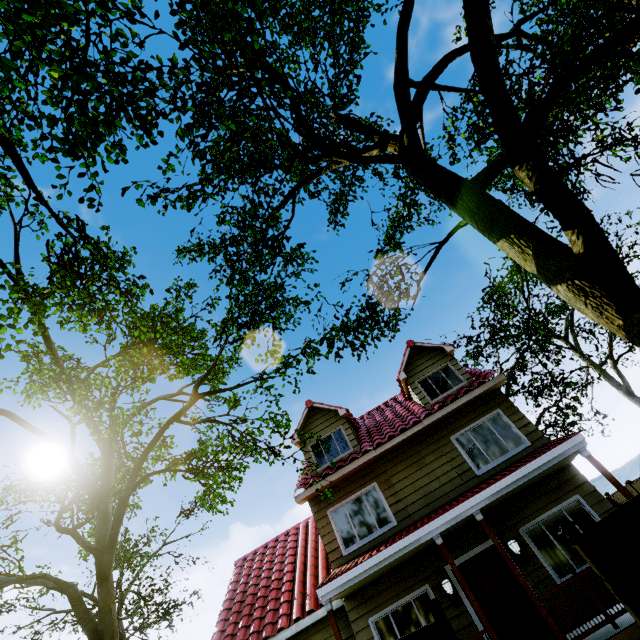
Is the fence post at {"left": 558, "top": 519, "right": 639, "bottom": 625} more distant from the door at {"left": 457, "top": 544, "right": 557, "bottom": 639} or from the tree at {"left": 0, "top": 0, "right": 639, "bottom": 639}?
the door at {"left": 457, "top": 544, "right": 557, "bottom": 639}

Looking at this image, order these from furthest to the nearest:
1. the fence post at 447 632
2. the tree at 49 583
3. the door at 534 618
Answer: the door at 534 618 < the fence post at 447 632 < the tree at 49 583

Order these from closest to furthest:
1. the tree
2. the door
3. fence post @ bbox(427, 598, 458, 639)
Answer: the tree < fence post @ bbox(427, 598, 458, 639) < the door

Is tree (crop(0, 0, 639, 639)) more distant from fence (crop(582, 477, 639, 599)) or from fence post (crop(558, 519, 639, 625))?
fence post (crop(558, 519, 639, 625))

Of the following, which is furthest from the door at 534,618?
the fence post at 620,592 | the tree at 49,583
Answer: the fence post at 620,592

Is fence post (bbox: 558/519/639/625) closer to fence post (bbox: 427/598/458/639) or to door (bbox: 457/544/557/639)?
fence post (bbox: 427/598/458/639)

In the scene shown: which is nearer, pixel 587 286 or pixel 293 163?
pixel 587 286

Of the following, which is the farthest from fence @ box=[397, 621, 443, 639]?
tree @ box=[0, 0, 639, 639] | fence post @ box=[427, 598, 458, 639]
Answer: tree @ box=[0, 0, 639, 639]
